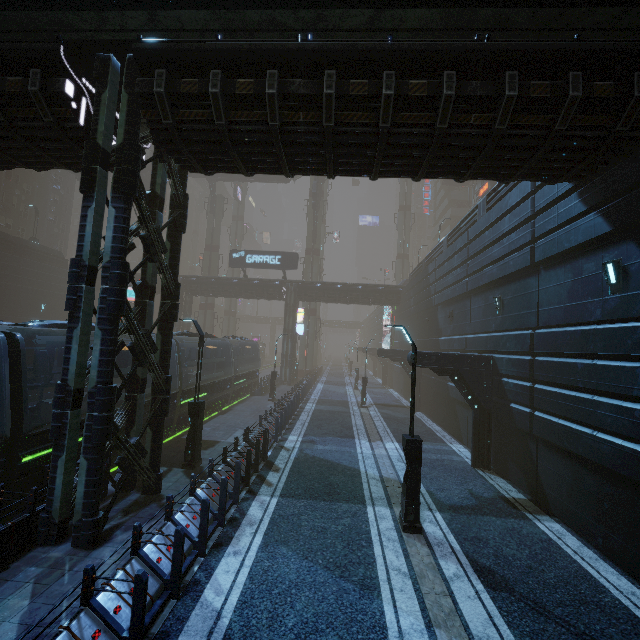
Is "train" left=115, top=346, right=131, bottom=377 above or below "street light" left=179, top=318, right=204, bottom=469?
above

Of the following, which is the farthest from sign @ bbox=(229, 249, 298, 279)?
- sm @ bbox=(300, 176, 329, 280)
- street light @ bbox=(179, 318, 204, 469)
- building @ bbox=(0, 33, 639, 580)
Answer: street light @ bbox=(179, 318, 204, 469)

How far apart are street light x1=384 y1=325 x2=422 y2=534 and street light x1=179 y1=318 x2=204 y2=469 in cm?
717

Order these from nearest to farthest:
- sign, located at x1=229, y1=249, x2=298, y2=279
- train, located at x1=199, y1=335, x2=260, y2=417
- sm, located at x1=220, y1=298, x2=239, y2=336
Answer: train, located at x1=199, y1=335, x2=260, y2=417 → sign, located at x1=229, y1=249, x2=298, y2=279 → sm, located at x1=220, y1=298, x2=239, y2=336

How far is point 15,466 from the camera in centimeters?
807cm

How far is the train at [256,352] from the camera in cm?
2036

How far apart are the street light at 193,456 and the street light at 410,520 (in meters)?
7.17

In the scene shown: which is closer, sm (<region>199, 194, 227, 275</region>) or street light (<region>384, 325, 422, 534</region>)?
street light (<region>384, 325, 422, 534</region>)
